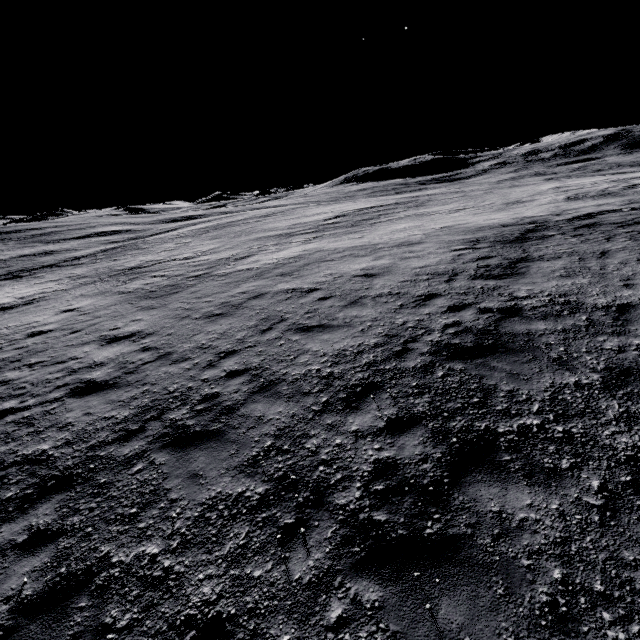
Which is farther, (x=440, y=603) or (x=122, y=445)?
(x=122, y=445)
